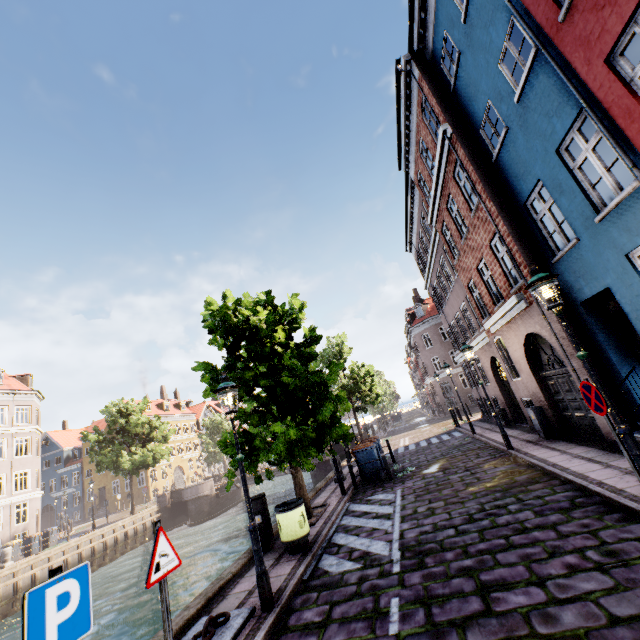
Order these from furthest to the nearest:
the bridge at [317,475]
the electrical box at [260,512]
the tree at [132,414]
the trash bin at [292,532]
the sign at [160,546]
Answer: the tree at [132,414] < the bridge at [317,475] < the electrical box at [260,512] < the trash bin at [292,532] < the sign at [160,546]

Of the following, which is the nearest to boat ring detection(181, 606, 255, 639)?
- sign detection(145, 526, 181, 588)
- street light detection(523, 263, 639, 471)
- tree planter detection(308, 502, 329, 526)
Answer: street light detection(523, 263, 639, 471)

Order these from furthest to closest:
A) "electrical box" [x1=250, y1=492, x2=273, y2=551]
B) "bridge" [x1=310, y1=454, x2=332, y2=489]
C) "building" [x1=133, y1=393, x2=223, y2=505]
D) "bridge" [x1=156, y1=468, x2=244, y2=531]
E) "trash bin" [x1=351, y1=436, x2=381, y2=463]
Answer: "building" [x1=133, y1=393, x2=223, y2=505] → "bridge" [x1=156, y1=468, x2=244, y2=531] → "bridge" [x1=310, y1=454, x2=332, y2=489] → "trash bin" [x1=351, y1=436, x2=381, y2=463] → "electrical box" [x1=250, y1=492, x2=273, y2=551]

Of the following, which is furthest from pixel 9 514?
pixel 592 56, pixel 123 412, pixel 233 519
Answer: pixel 592 56

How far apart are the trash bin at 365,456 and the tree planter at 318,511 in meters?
2.4 m

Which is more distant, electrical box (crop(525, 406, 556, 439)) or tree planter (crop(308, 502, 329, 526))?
electrical box (crop(525, 406, 556, 439))

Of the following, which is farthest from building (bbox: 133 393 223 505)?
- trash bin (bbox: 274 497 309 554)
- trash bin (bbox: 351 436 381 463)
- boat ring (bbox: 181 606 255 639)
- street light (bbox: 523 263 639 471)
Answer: boat ring (bbox: 181 606 255 639)

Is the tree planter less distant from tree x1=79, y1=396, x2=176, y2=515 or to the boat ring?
tree x1=79, y1=396, x2=176, y2=515
